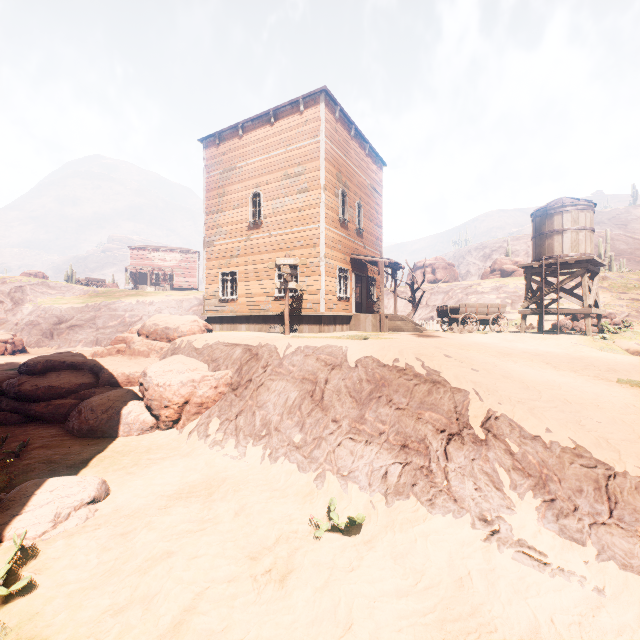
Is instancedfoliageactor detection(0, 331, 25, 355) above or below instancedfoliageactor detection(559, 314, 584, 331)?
below

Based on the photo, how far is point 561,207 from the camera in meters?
15.1

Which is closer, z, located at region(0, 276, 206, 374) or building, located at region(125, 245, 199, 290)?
z, located at region(0, 276, 206, 374)

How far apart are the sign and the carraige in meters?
8.2 m

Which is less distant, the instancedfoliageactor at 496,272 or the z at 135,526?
the z at 135,526

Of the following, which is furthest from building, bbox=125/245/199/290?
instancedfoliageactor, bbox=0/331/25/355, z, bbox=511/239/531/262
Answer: z, bbox=511/239/531/262

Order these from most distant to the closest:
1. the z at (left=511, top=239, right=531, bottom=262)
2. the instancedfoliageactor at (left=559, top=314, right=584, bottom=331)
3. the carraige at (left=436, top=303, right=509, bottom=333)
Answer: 1. the z at (left=511, top=239, right=531, bottom=262)
2. the instancedfoliageactor at (left=559, top=314, right=584, bottom=331)
3. the carraige at (left=436, top=303, right=509, bottom=333)

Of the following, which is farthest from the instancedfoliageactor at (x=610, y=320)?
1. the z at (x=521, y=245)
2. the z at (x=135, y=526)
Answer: the z at (x=521, y=245)
